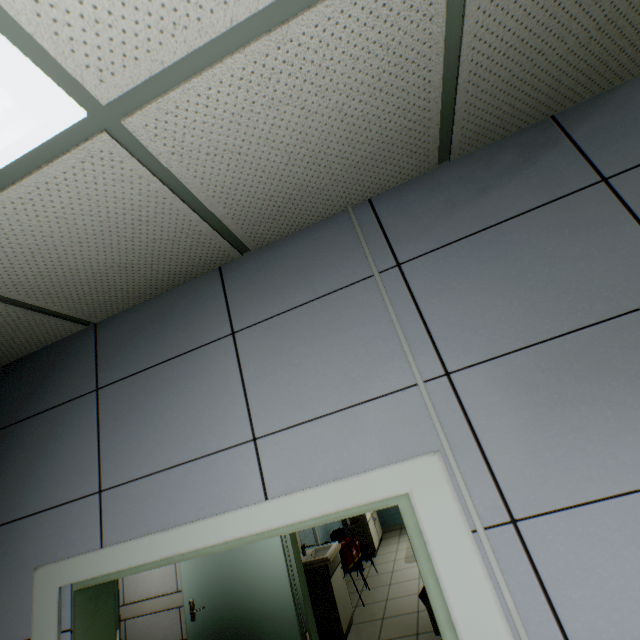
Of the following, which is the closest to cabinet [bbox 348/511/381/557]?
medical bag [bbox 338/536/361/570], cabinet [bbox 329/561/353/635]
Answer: medical bag [bbox 338/536/361/570]

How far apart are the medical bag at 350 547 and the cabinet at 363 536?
1.4m

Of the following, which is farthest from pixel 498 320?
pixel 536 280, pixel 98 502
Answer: pixel 98 502

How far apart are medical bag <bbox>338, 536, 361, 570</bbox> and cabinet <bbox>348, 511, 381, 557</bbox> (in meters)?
1.38

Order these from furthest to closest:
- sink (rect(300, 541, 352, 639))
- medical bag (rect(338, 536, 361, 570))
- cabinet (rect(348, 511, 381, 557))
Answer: cabinet (rect(348, 511, 381, 557))
medical bag (rect(338, 536, 361, 570))
sink (rect(300, 541, 352, 639))

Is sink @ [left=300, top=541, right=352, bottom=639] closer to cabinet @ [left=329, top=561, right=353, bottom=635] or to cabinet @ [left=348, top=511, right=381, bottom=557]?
cabinet @ [left=329, top=561, right=353, bottom=635]

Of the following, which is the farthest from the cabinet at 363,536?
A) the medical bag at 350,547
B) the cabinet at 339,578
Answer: the cabinet at 339,578

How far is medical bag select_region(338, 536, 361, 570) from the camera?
5.13m
